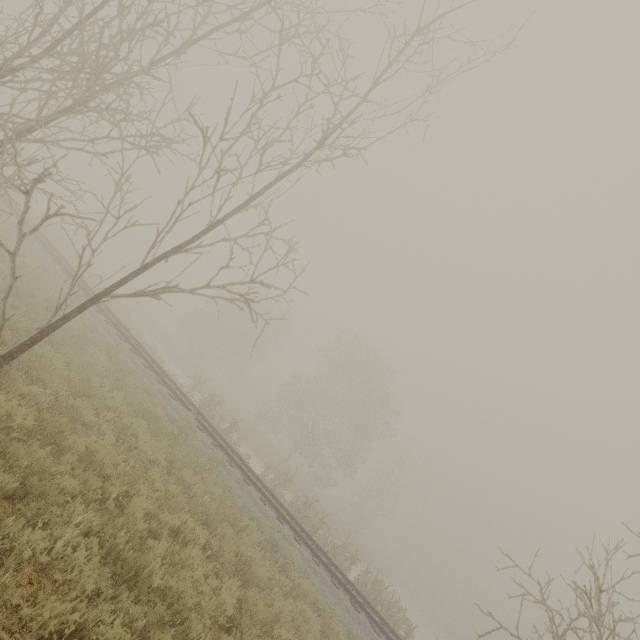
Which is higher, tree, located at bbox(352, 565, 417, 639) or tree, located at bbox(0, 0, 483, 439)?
tree, located at bbox(0, 0, 483, 439)

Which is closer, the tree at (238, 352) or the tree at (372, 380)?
the tree at (238, 352)

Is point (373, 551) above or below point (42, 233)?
below

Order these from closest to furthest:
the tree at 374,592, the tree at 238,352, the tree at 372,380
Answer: the tree at 238,352 < the tree at 374,592 < the tree at 372,380

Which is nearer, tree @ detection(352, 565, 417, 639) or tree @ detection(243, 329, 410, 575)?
tree @ detection(352, 565, 417, 639)

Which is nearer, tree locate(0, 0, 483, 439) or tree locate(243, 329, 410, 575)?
tree locate(0, 0, 483, 439)

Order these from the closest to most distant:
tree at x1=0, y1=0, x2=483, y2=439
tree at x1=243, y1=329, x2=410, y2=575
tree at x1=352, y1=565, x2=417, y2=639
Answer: tree at x1=0, y1=0, x2=483, y2=439, tree at x1=352, y1=565, x2=417, y2=639, tree at x1=243, y1=329, x2=410, y2=575
